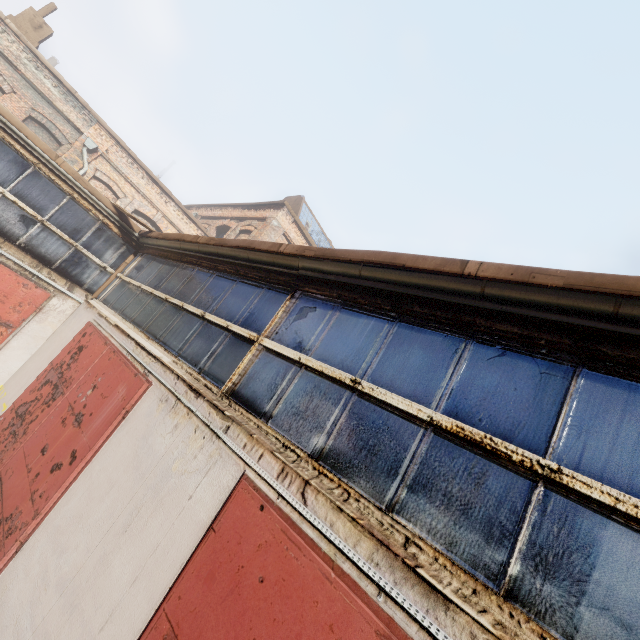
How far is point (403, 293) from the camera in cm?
Result: 317
